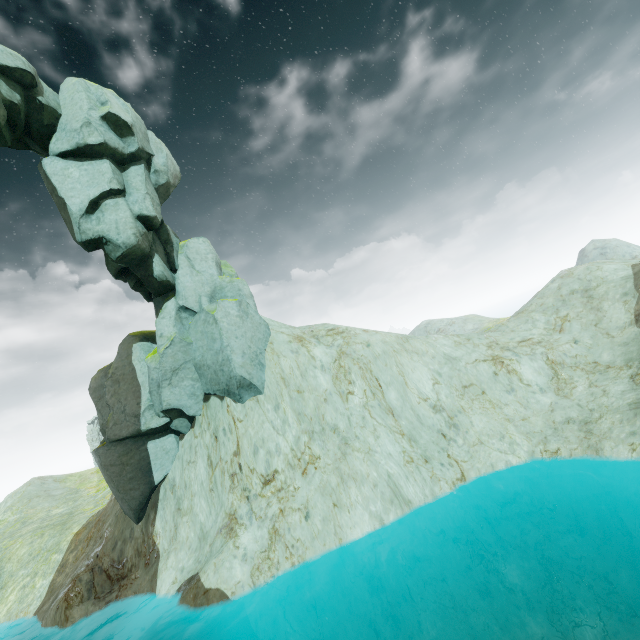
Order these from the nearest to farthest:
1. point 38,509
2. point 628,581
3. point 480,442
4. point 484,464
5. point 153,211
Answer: point 628,581
point 484,464
point 480,442
point 153,211
point 38,509
